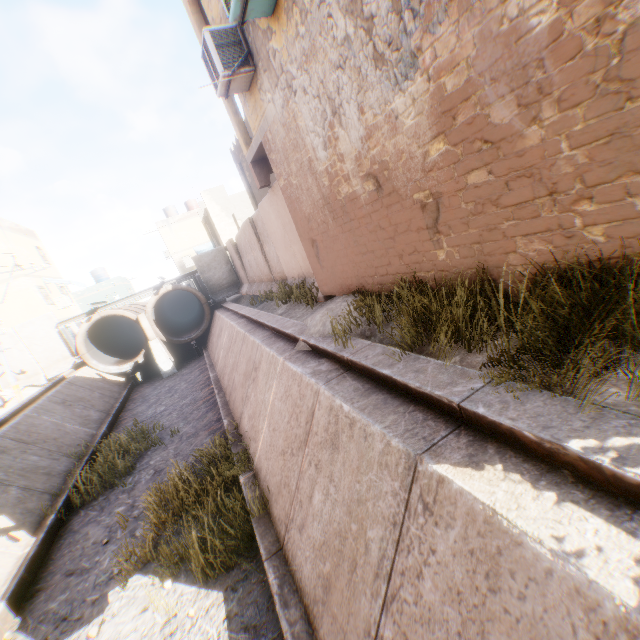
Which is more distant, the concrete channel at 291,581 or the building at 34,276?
the building at 34,276

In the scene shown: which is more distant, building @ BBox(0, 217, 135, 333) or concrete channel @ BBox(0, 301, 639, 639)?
building @ BBox(0, 217, 135, 333)

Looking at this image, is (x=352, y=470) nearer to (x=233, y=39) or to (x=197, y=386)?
(x=233, y=39)

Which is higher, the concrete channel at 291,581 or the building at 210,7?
the building at 210,7

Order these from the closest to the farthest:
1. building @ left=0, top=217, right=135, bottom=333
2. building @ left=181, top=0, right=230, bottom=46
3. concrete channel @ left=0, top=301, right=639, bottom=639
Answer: concrete channel @ left=0, top=301, right=639, bottom=639
building @ left=181, top=0, right=230, bottom=46
building @ left=0, top=217, right=135, bottom=333

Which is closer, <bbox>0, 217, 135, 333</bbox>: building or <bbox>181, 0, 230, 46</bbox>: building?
<bbox>181, 0, 230, 46</bbox>: building
